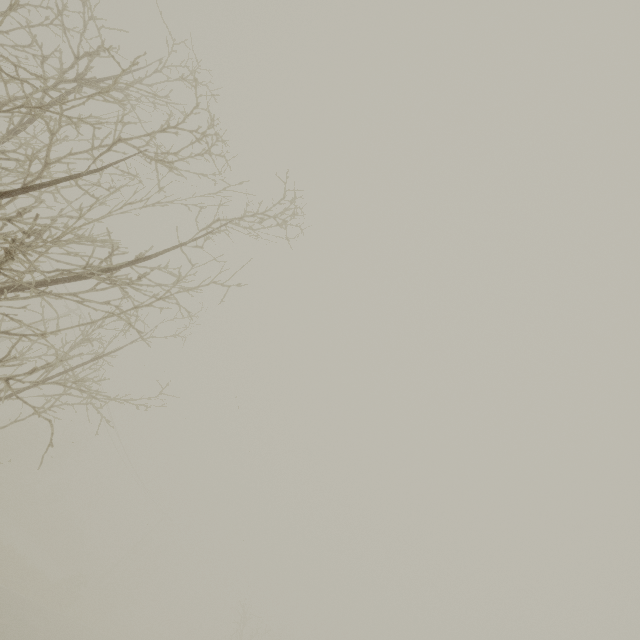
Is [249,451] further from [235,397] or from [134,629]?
[134,629]
